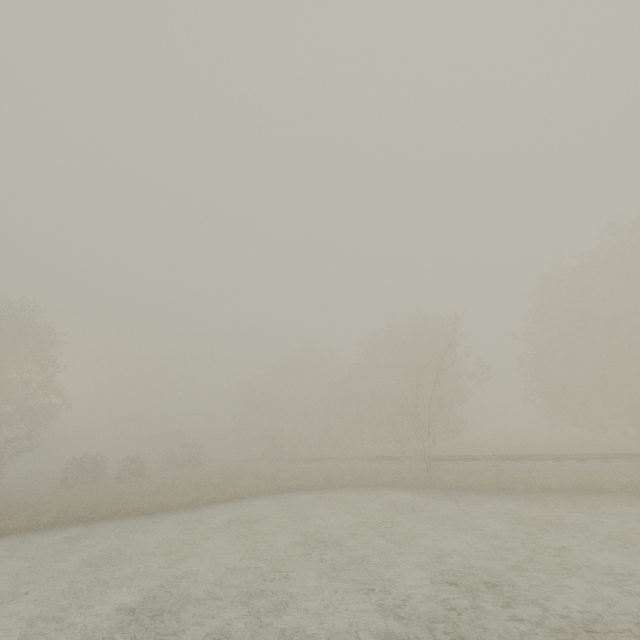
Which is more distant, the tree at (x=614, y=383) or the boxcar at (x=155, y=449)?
the boxcar at (x=155, y=449)

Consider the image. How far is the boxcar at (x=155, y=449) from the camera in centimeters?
5658cm

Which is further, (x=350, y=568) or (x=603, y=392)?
(x=603, y=392)

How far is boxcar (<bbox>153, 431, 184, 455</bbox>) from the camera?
56.6 meters

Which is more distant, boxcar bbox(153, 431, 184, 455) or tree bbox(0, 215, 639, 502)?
boxcar bbox(153, 431, 184, 455)
